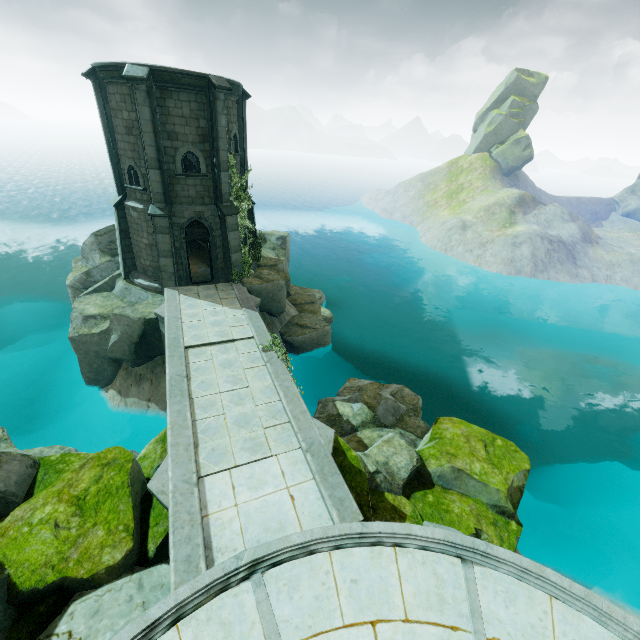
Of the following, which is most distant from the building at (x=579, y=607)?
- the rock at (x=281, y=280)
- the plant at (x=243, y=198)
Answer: the plant at (x=243, y=198)

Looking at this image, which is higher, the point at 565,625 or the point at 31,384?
the point at 565,625

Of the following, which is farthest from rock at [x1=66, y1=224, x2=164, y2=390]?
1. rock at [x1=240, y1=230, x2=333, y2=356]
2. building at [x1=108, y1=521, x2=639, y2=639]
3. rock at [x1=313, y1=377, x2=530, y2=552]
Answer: building at [x1=108, y1=521, x2=639, y2=639]

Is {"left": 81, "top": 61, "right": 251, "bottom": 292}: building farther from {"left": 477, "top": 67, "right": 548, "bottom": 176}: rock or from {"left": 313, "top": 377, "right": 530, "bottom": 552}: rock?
{"left": 477, "top": 67, "right": 548, "bottom": 176}: rock

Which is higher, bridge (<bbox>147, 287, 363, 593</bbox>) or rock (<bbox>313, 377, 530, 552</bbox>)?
bridge (<bbox>147, 287, 363, 593</bbox>)

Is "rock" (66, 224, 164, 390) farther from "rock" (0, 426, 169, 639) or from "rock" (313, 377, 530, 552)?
"rock" (313, 377, 530, 552)

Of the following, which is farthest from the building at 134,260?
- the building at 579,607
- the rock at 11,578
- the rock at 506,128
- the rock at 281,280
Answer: the rock at 506,128

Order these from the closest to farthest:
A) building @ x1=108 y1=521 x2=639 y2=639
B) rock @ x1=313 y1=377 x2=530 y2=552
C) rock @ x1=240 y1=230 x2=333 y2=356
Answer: building @ x1=108 y1=521 x2=639 y2=639 < rock @ x1=313 y1=377 x2=530 y2=552 < rock @ x1=240 y1=230 x2=333 y2=356
